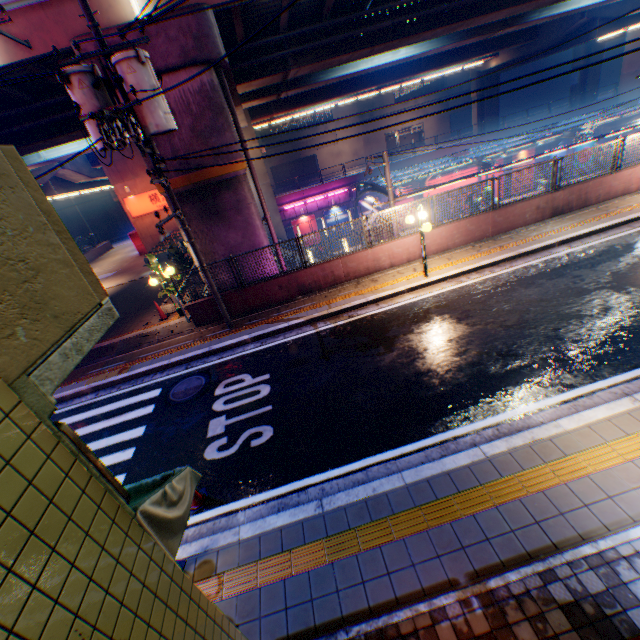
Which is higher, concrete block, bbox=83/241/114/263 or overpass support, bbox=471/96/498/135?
overpass support, bbox=471/96/498/135

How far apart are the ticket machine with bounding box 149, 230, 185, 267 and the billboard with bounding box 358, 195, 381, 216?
18.53m

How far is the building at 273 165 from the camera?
49.7 meters

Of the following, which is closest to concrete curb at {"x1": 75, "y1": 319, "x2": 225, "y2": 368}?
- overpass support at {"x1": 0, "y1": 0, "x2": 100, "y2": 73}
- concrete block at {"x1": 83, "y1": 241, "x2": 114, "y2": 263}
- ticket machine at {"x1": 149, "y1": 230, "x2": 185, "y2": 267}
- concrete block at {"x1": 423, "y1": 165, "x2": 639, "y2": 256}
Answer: concrete block at {"x1": 423, "y1": 165, "x2": 639, "y2": 256}

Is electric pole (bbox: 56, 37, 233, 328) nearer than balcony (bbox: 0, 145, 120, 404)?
No

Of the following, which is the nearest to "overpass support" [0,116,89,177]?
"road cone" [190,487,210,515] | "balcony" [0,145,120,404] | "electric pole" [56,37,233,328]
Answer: "electric pole" [56,37,233,328]

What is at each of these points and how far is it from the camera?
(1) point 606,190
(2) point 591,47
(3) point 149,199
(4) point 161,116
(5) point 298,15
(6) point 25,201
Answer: (1) concrete block, 12.7 meters
(2) overpass support, 39.3 meters
(3) sign, 26.5 meters
(4) electric pole, 7.9 meters
(5) overpass support, 12.9 meters
(6) balcony, 1.9 meters

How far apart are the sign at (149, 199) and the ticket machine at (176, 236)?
5.7 meters
